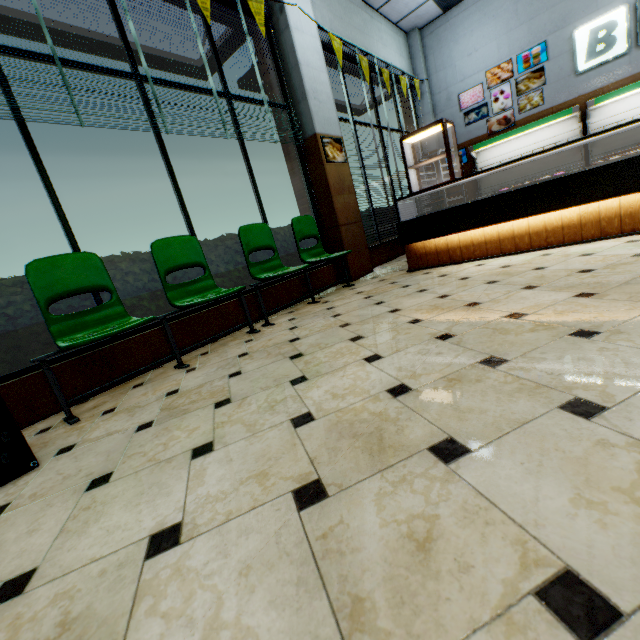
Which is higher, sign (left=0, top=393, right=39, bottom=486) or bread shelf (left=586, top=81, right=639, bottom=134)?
bread shelf (left=586, top=81, right=639, bottom=134)

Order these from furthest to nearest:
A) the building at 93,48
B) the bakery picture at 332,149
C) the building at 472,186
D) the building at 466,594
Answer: the building at 472,186 → the bakery picture at 332,149 → the building at 93,48 → the building at 466,594

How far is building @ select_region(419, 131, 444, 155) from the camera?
8.30m

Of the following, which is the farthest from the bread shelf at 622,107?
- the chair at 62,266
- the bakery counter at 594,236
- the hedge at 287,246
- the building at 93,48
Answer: the chair at 62,266

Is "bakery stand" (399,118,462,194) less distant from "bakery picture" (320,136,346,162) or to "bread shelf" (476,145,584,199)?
"bakery picture" (320,136,346,162)

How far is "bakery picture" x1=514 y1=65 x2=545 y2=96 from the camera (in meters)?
6.83

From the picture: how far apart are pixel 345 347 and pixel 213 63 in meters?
5.5

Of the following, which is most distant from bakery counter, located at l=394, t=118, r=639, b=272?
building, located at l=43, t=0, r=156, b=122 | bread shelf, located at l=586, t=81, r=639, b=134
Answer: bread shelf, located at l=586, t=81, r=639, b=134
